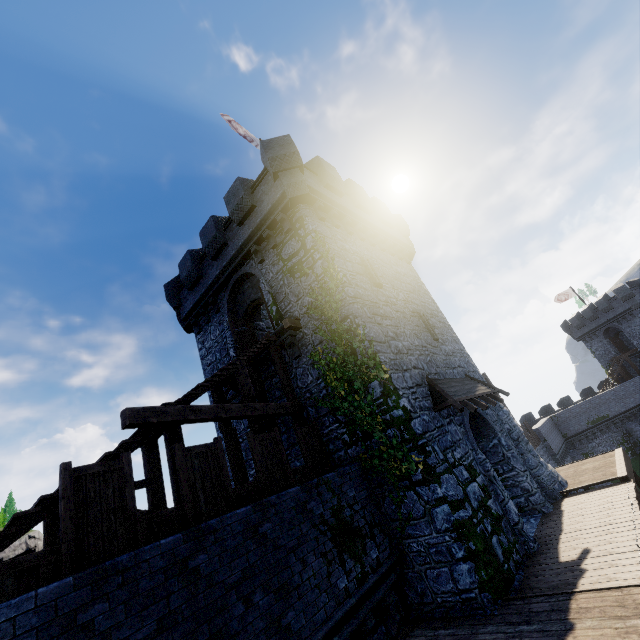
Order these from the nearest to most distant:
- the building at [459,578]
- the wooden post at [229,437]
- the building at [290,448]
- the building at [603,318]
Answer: the building at [459,578]
the wooden post at [229,437]
the building at [290,448]
the building at [603,318]

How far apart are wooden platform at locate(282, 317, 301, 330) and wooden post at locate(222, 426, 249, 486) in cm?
383

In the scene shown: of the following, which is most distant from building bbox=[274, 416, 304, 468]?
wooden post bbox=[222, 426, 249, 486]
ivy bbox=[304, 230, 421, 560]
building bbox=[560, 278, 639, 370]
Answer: building bbox=[560, 278, 639, 370]

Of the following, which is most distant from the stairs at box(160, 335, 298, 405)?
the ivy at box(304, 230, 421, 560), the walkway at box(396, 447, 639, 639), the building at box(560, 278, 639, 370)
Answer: the building at box(560, 278, 639, 370)

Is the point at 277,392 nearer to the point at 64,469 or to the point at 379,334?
the point at 379,334

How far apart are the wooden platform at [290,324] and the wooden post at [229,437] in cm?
383

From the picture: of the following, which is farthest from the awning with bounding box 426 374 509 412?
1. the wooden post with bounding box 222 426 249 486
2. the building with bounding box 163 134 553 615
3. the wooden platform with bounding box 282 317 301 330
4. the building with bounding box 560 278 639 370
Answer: the building with bounding box 560 278 639 370

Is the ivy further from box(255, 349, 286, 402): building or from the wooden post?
the wooden post
